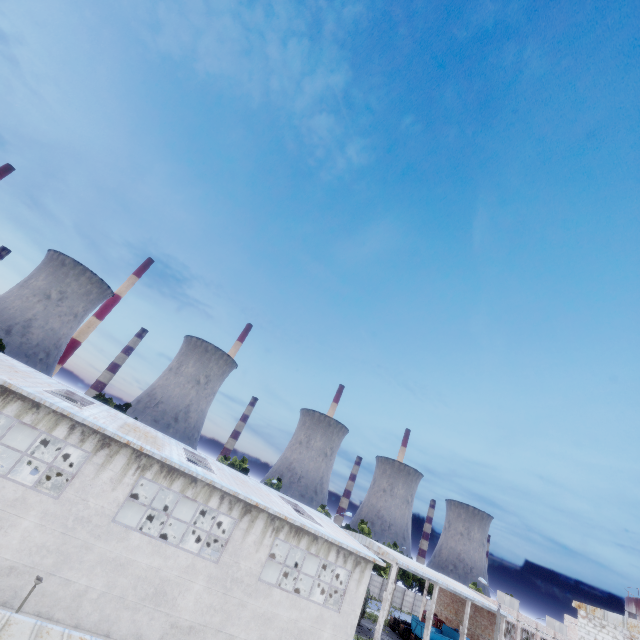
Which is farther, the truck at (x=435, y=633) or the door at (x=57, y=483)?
the truck at (x=435, y=633)

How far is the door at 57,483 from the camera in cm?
2570

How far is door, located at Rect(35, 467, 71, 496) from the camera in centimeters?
2570cm

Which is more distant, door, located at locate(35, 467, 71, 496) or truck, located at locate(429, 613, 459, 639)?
truck, located at locate(429, 613, 459, 639)

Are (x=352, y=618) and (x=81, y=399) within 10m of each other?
no
